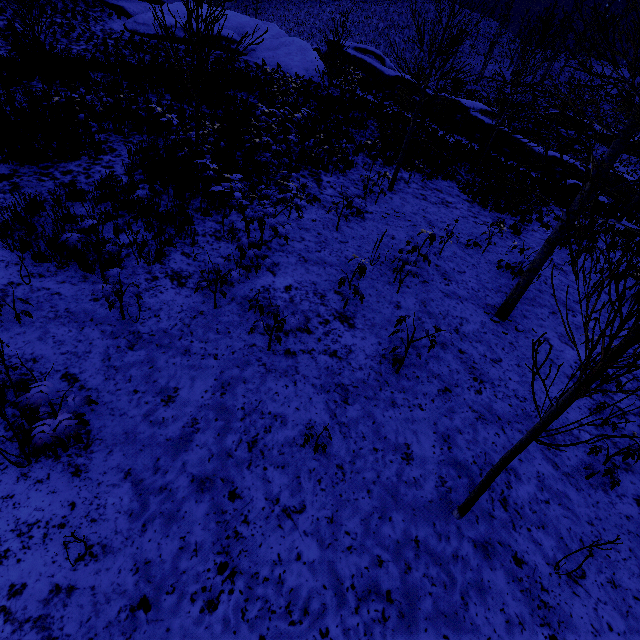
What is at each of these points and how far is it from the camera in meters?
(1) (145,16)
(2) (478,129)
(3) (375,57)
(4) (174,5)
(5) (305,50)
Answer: (1) rock, 21.7 m
(2) rock, 23.2 m
(3) rock, 27.9 m
(4) rock, 23.8 m
(5) rock, 25.0 m

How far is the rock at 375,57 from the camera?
25.2 meters

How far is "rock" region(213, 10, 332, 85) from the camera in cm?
2323

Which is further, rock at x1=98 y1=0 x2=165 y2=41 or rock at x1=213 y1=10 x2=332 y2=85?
rock at x1=213 y1=10 x2=332 y2=85

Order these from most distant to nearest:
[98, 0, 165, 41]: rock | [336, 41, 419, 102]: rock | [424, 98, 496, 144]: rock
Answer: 1. [336, 41, 419, 102]: rock
2. [424, 98, 496, 144]: rock
3. [98, 0, 165, 41]: rock

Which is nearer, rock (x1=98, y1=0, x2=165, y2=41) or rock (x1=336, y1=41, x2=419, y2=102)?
rock (x1=98, y1=0, x2=165, y2=41)
